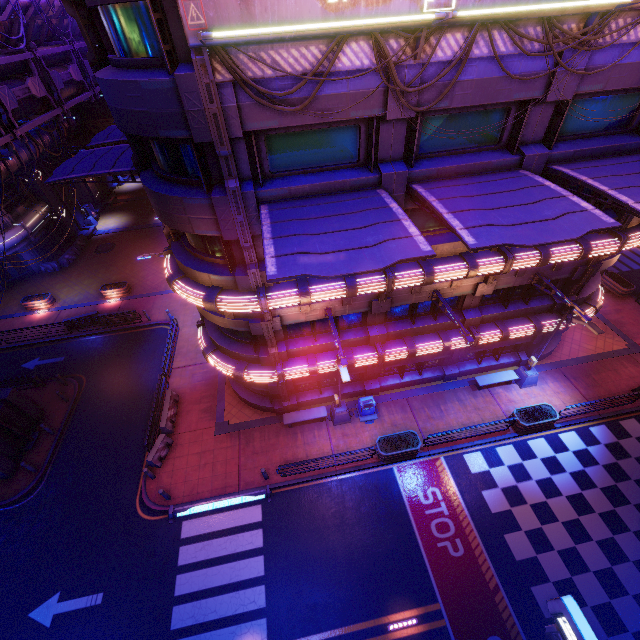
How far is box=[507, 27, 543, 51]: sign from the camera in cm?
832

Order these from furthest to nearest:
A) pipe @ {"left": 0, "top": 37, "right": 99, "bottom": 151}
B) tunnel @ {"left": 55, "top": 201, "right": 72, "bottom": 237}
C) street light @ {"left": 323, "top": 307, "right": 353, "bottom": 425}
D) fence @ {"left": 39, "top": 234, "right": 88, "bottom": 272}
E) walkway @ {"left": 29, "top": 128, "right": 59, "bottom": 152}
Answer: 1. tunnel @ {"left": 55, "top": 201, "right": 72, "bottom": 237}
2. fence @ {"left": 39, "top": 234, "right": 88, "bottom": 272}
3. walkway @ {"left": 29, "top": 128, "right": 59, "bottom": 152}
4. pipe @ {"left": 0, "top": 37, "right": 99, "bottom": 151}
5. street light @ {"left": 323, "top": 307, "right": 353, "bottom": 425}

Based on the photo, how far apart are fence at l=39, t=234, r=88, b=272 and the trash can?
31.8 meters

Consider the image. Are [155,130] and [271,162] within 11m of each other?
yes

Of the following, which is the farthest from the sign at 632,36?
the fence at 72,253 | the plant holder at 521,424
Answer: the fence at 72,253

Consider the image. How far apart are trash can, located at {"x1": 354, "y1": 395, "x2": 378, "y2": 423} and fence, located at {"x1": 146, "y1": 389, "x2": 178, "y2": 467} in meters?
10.5

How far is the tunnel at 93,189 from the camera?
40.50m

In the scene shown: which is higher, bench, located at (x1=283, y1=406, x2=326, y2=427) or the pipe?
the pipe
